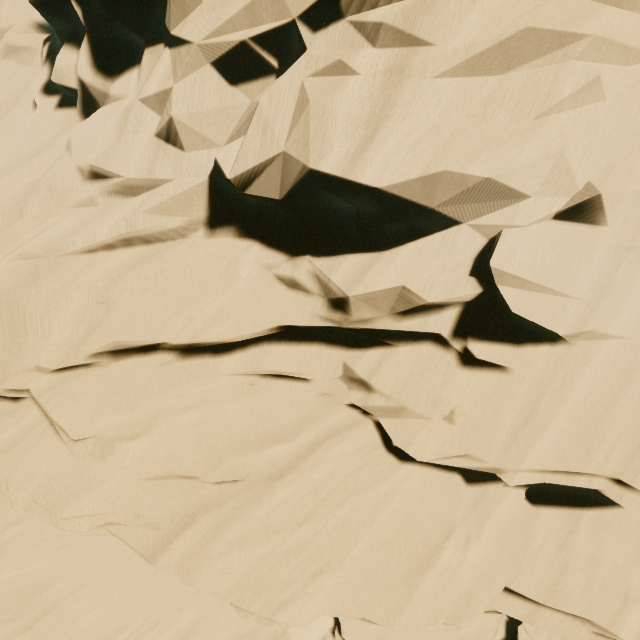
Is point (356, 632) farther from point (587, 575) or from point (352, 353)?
point (352, 353)
